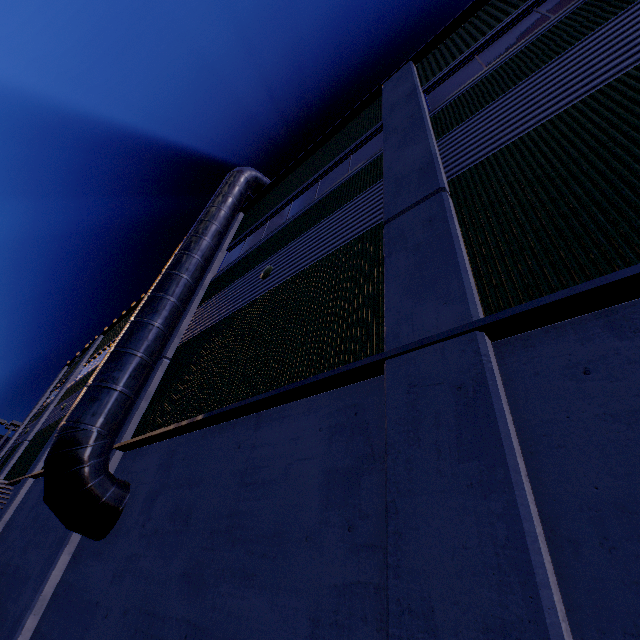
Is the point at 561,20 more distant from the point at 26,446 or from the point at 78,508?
the point at 26,446

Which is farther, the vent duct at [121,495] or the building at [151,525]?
the vent duct at [121,495]

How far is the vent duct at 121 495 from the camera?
5.4 meters

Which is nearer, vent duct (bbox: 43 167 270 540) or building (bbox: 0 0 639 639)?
building (bbox: 0 0 639 639)

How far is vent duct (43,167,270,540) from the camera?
5.4 meters
